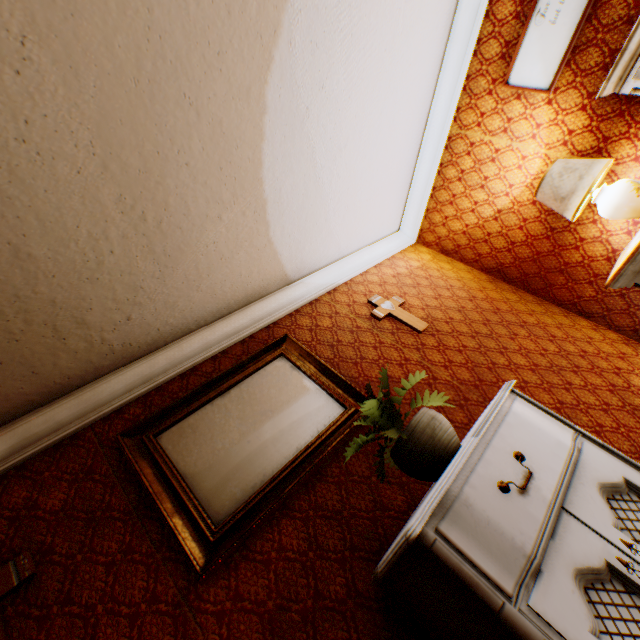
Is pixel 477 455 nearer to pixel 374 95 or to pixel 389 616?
pixel 389 616

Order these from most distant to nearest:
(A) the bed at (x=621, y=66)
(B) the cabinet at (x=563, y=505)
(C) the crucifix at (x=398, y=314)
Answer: (C) the crucifix at (x=398, y=314), (A) the bed at (x=621, y=66), (B) the cabinet at (x=563, y=505)

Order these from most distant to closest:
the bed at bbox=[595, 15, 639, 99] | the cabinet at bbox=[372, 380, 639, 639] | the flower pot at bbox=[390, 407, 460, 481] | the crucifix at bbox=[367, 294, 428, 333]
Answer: the crucifix at bbox=[367, 294, 428, 333], the bed at bbox=[595, 15, 639, 99], the flower pot at bbox=[390, 407, 460, 481], the cabinet at bbox=[372, 380, 639, 639]

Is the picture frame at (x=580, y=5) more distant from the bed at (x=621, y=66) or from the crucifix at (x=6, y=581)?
the crucifix at (x=6, y=581)

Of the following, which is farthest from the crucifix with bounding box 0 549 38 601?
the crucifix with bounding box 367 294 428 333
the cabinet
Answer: the crucifix with bounding box 367 294 428 333

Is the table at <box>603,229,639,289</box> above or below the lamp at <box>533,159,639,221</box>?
below

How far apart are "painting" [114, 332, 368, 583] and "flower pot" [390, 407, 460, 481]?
0.5 meters

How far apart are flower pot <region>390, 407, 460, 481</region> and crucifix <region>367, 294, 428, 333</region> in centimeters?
134cm
